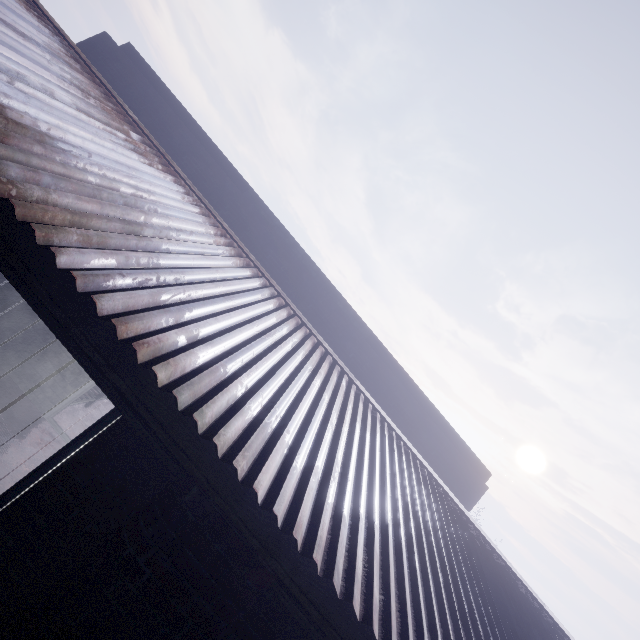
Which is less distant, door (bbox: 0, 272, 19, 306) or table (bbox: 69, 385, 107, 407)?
door (bbox: 0, 272, 19, 306)

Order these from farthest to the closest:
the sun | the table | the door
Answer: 1. the sun
2. the table
3. the door

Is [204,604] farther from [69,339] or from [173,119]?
[173,119]

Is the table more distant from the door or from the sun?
the sun

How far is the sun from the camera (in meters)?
53.84

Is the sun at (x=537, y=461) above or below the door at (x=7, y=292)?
above

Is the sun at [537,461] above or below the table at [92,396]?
above

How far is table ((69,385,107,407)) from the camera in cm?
497
